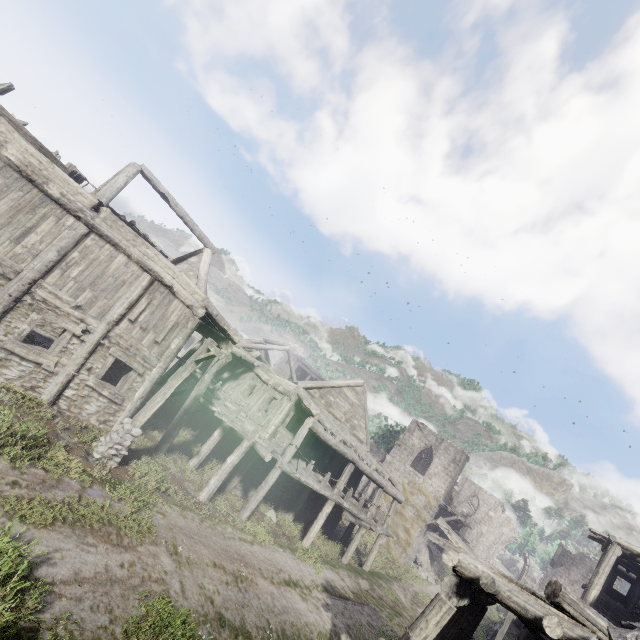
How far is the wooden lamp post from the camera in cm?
973

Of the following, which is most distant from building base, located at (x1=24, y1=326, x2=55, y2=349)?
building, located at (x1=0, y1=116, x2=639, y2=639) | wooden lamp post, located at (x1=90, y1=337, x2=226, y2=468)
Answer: wooden lamp post, located at (x1=90, y1=337, x2=226, y2=468)

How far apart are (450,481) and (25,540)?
31.2m

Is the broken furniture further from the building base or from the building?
the building base

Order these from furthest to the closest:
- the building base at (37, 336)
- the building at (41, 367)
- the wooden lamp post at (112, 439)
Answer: the building base at (37, 336) → the wooden lamp post at (112, 439) → the building at (41, 367)

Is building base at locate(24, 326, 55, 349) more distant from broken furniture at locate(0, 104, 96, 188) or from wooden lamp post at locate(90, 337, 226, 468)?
wooden lamp post at locate(90, 337, 226, 468)

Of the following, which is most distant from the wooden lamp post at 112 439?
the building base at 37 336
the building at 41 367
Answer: the building base at 37 336

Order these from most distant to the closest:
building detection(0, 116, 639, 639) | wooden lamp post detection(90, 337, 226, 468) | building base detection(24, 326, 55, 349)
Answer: building base detection(24, 326, 55, 349) < wooden lamp post detection(90, 337, 226, 468) < building detection(0, 116, 639, 639)
